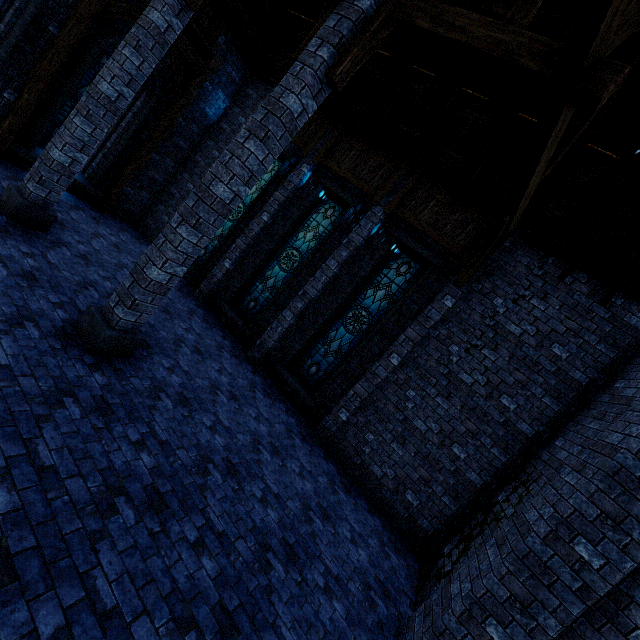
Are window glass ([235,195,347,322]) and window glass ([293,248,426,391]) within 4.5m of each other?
yes

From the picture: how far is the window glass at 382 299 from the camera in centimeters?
887cm

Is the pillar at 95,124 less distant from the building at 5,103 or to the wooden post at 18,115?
the building at 5,103

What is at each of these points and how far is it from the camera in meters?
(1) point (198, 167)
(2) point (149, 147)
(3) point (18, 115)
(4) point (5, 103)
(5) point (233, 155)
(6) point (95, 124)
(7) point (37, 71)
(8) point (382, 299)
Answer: (1) building, 11.7
(2) walkway, 10.5
(3) wooden post, 8.0
(4) building, 7.9
(5) pillar, 4.8
(6) pillar, 6.5
(7) walkway, 7.8
(8) window glass, 9.0

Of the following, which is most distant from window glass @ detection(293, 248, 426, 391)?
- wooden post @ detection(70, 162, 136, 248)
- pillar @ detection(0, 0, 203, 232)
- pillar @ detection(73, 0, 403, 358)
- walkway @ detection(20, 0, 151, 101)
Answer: Answer: walkway @ detection(20, 0, 151, 101)

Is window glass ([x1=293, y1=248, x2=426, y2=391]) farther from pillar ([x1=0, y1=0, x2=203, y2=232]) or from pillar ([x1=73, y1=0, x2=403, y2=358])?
pillar ([x1=0, y1=0, x2=203, y2=232])

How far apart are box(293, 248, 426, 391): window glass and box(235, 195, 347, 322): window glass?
1.9m

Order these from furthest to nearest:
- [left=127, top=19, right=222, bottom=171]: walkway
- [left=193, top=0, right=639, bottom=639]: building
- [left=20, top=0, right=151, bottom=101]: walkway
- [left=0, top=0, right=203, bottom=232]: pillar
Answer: [left=127, top=19, right=222, bottom=171]: walkway < [left=20, top=0, right=151, bottom=101]: walkway < [left=0, top=0, right=203, bottom=232]: pillar < [left=193, top=0, right=639, bottom=639]: building
